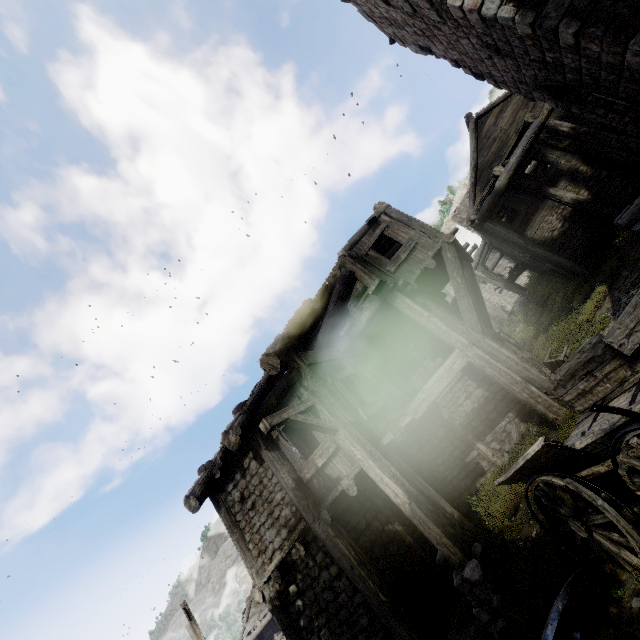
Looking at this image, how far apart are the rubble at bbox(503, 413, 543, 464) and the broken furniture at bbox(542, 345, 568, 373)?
1.2m

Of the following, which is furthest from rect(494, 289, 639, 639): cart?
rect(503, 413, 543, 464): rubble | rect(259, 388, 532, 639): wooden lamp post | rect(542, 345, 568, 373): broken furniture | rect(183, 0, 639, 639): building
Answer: rect(542, 345, 568, 373): broken furniture

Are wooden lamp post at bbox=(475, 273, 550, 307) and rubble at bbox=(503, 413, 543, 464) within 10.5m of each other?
no

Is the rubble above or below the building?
below

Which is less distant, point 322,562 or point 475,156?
point 322,562

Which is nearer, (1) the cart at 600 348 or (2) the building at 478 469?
(1) the cart at 600 348

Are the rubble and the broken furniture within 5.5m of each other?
yes

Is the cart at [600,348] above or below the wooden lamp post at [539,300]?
below
